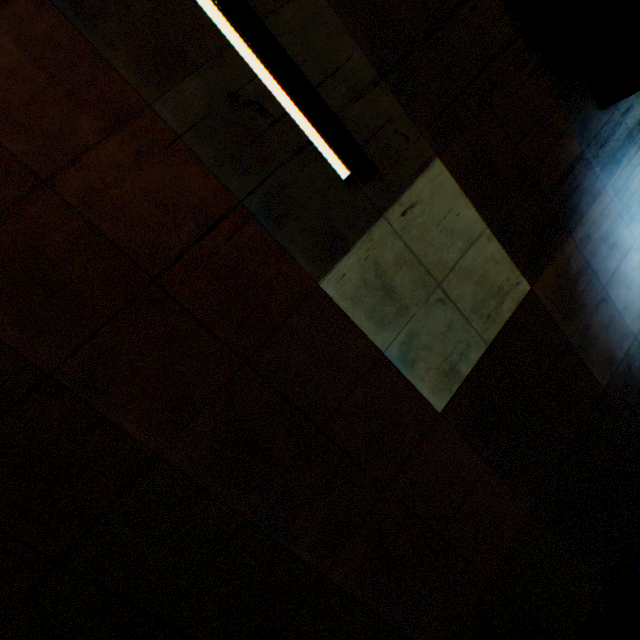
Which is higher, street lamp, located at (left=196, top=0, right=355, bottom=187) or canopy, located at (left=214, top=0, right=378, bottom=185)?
canopy, located at (left=214, top=0, right=378, bottom=185)

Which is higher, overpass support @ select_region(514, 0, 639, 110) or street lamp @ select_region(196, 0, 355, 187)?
overpass support @ select_region(514, 0, 639, 110)

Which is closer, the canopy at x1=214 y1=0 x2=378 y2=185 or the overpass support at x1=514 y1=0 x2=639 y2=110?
the canopy at x1=214 y1=0 x2=378 y2=185

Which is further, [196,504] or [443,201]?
[443,201]

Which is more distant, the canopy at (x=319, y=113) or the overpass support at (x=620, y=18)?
the overpass support at (x=620, y=18)

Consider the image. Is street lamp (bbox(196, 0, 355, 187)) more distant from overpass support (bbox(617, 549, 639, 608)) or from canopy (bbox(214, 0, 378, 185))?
overpass support (bbox(617, 549, 639, 608))

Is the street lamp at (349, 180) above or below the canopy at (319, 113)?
below
